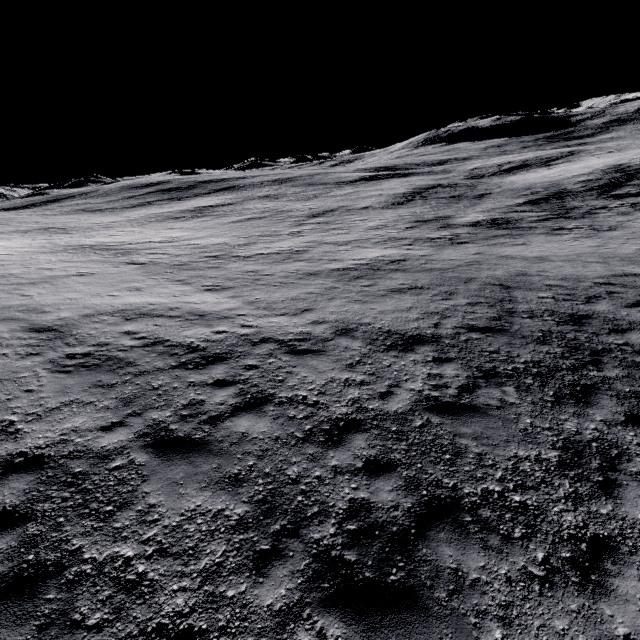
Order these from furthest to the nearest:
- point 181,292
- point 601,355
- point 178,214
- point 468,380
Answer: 1. point 178,214
2. point 181,292
3. point 601,355
4. point 468,380
